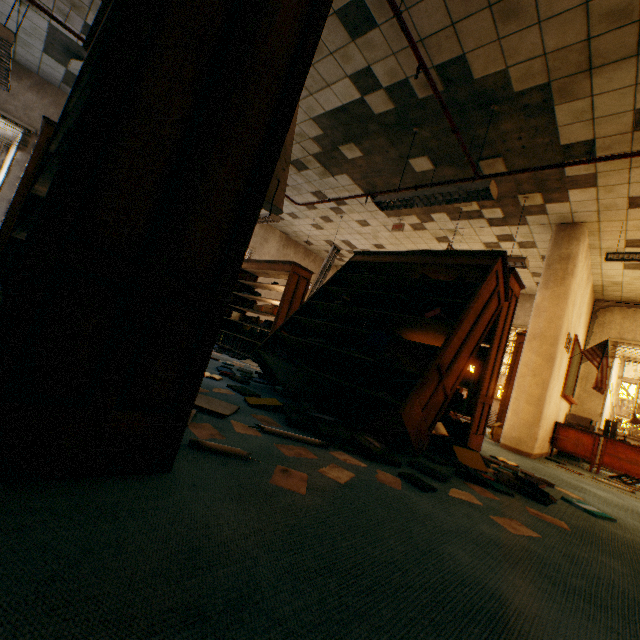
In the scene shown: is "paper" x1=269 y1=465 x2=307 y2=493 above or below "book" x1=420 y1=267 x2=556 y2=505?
below

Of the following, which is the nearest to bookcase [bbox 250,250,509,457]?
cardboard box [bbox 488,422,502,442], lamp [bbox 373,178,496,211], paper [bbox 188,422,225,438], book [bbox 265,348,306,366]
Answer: book [bbox 265,348,306,366]

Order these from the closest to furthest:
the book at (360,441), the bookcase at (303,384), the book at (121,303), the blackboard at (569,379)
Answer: the book at (121,303) < the book at (360,441) < the bookcase at (303,384) < the blackboard at (569,379)

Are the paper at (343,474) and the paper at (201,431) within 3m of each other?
yes

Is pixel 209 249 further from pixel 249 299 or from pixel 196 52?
pixel 249 299

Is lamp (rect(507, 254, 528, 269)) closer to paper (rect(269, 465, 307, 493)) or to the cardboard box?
the cardboard box

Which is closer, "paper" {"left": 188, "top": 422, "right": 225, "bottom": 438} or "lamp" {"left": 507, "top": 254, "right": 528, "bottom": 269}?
"paper" {"left": 188, "top": 422, "right": 225, "bottom": 438}

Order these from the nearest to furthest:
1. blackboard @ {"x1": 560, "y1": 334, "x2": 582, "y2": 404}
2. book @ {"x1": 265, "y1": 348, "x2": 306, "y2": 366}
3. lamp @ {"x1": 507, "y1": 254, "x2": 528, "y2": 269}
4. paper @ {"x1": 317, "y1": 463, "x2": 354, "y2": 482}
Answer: paper @ {"x1": 317, "y1": 463, "x2": 354, "y2": 482}, book @ {"x1": 265, "y1": 348, "x2": 306, "y2": 366}, lamp @ {"x1": 507, "y1": 254, "x2": 528, "y2": 269}, blackboard @ {"x1": 560, "y1": 334, "x2": 582, "y2": 404}
